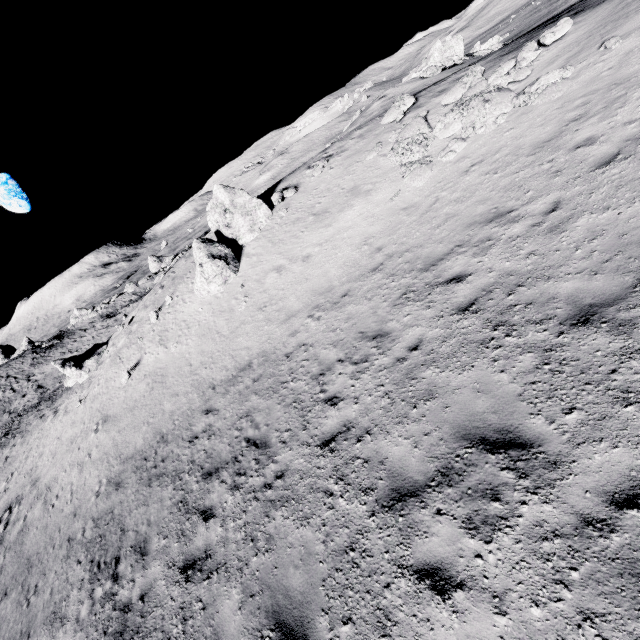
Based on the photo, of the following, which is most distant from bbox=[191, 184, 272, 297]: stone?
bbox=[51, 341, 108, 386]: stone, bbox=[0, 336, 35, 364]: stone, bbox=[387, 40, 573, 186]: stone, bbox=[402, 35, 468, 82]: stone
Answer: bbox=[0, 336, 35, 364]: stone

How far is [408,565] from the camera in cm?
438

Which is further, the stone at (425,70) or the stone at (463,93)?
the stone at (425,70)

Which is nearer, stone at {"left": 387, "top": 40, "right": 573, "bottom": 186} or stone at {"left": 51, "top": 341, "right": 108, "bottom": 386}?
stone at {"left": 387, "top": 40, "right": 573, "bottom": 186}

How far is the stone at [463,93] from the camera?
9.9m

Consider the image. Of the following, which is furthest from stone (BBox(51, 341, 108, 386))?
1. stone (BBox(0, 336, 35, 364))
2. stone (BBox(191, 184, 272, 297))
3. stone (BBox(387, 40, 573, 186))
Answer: stone (BBox(0, 336, 35, 364))

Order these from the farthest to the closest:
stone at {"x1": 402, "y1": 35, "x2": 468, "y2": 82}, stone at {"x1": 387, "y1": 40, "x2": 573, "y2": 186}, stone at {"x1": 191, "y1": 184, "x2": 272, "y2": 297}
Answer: stone at {"x1": 402, "y1": 35, "x2": 468, "y2": 82} → stone at {"x1": 191, "y1": 184, "x2": 272, "y2": 297} → stone at {"x1": 387, "y1": 40, "x2": 573, "y2": 186}

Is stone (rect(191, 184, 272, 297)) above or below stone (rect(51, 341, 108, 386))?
above
